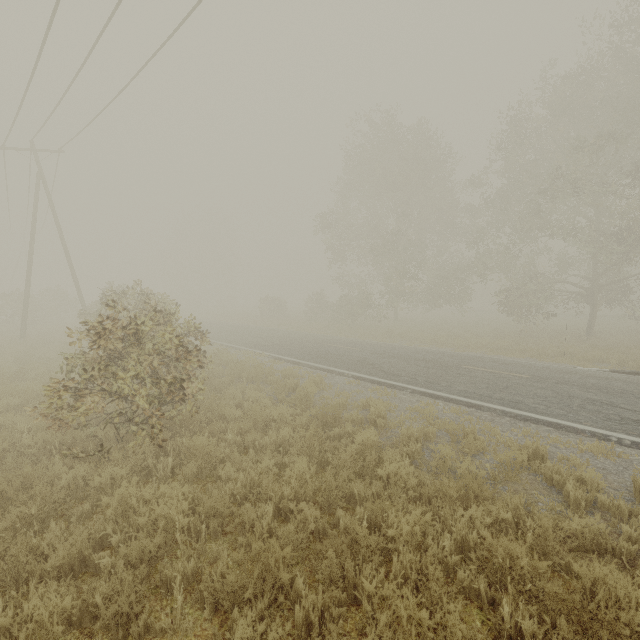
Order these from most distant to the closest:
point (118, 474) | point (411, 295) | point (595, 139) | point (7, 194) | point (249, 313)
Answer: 1. point (249, 313)
2. point (411, 295)
3. point (7, 194)
4. point (595, 139)
5. point (118, 474)

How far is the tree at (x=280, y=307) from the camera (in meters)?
35.28

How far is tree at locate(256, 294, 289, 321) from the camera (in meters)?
35.28
